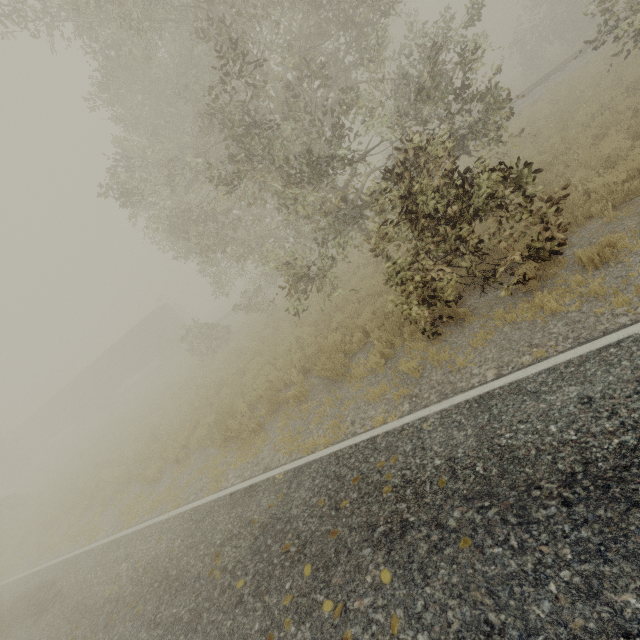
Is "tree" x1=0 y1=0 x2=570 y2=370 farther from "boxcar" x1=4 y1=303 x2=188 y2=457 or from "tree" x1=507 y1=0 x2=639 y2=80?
Answer: "boxcar" x1=4 y1=303 x2=188 y2=457

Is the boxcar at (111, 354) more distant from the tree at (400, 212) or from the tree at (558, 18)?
the tree at (558, 18)

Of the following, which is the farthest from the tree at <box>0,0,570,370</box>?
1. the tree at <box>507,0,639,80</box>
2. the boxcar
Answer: the boxcar

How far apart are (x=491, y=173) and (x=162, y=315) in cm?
3361

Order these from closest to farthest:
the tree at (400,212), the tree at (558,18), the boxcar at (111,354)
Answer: the tree at (400,212) → the tree at (558,18) → the boxcar at (111,354)
